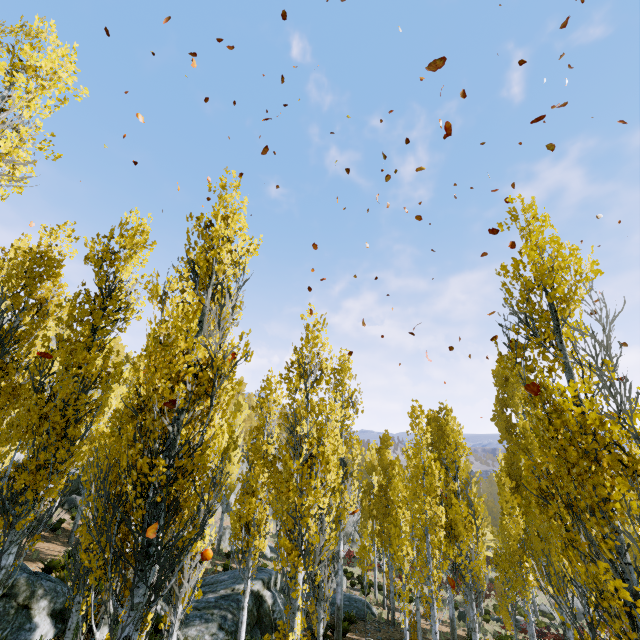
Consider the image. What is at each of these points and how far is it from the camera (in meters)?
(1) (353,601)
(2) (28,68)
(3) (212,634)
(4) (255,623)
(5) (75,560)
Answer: (1) rock, 18.89
(2) instancedfoliageactor, 6.12
(3) rock, 11.14
(4) rock, 12.77
(5) instancedfoliageactor, 8.06

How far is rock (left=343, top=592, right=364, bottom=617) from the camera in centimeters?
1811cm

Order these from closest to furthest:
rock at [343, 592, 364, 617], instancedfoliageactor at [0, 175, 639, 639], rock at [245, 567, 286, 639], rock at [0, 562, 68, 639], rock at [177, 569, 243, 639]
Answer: instancedfoliageactor at [0, 175, 639, 639], rock at [0, 562, 68, 639], rock at [177, 569, 243, 639], rock at [245, 567, 286, 639], rock at [343, 592, 364, 617]

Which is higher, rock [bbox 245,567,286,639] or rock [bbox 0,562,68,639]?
rock [bbox 0,562,68,639]

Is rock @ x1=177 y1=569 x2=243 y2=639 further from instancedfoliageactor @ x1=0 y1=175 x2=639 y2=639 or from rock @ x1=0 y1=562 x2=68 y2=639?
instancedfoliageactor @ x1=0 y1=175 x2=639 y2=639

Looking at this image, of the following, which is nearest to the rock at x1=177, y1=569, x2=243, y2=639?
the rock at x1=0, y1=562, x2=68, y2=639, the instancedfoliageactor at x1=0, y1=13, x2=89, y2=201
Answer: the rock at x1=0, y1=562, x2=68, y2=639

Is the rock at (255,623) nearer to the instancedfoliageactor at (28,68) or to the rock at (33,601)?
the rock at (33,601)

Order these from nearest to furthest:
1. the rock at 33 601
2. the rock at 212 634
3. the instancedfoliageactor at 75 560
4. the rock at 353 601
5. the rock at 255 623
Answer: the instancedfoliageactor at 75 560 < the rock at 33 601 < the rock at 212 634 < the rock at 255 623 < the rock at 353 601
